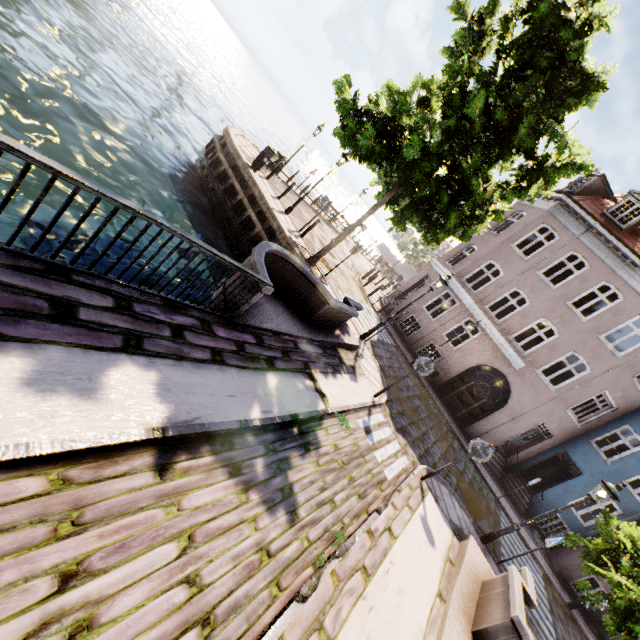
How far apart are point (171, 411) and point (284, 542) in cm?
209

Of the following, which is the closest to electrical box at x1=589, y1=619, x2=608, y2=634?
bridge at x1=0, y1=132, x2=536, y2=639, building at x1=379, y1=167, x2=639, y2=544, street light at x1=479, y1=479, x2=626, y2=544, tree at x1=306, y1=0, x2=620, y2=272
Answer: building at x1=379, y1=167, x2=639, y2=544

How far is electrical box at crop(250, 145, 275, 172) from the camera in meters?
14.2

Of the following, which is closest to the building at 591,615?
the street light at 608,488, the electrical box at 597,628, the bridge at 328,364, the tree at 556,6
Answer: the electrical box at 597,628

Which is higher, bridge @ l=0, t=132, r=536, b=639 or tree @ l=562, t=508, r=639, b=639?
tree @ l=562, t=508, r=639, b=639

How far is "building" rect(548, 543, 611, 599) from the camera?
13.6 meters

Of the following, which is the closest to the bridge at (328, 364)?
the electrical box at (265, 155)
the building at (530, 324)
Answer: the electrical box at (265, 155)

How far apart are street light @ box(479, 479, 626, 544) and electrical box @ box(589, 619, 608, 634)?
9.77m
